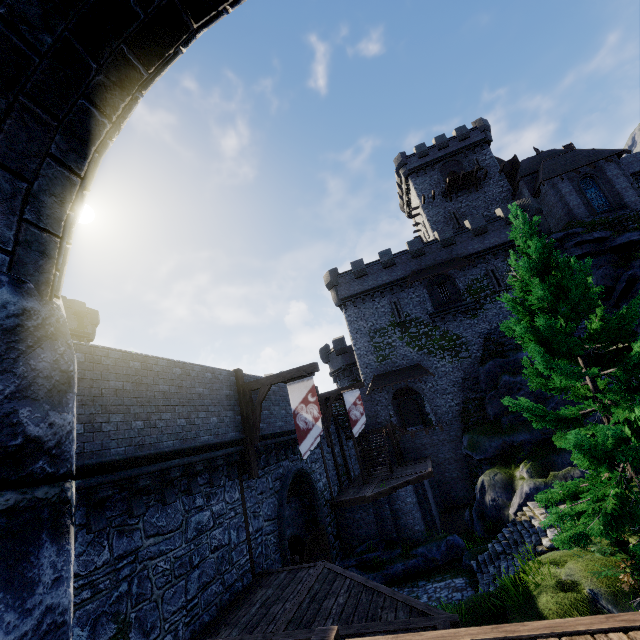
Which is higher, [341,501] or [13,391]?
[13,391]

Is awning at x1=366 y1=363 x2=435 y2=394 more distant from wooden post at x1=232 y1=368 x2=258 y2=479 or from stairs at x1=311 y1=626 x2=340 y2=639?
stairs at x1=311 y1=626 x2=340 y2=639

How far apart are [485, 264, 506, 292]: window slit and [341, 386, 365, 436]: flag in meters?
17.2

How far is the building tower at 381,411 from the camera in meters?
29.4

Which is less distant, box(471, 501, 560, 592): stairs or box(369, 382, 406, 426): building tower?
box(471, 501, 560, 592): stairs

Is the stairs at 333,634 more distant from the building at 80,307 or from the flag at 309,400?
the building at 80,307

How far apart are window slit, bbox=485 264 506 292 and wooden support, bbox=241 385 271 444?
25.2m

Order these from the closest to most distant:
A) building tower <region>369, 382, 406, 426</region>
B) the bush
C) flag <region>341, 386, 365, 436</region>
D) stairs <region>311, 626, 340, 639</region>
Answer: stairs <region>311, 626, 340, 639</region> → the bush → flag <region>341, 386, 365, 436</region> → building tower <region>369, 382, 406, 426</region>
